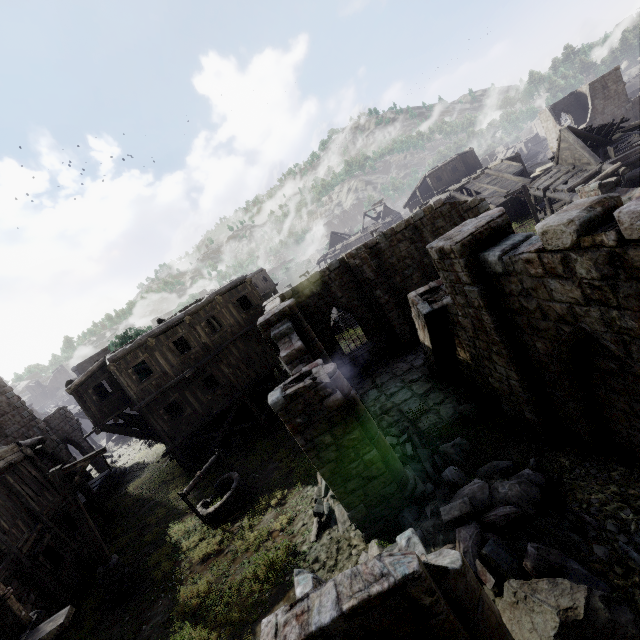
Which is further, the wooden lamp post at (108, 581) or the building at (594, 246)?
the wooden lamp post at (108, 581)

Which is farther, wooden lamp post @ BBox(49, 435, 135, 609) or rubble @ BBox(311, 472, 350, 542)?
wooden lamp post @ BBox(49, 435, 135, 609)

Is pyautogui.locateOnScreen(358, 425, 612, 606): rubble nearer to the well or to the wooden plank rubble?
the well

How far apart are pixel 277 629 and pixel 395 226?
16.7 meters

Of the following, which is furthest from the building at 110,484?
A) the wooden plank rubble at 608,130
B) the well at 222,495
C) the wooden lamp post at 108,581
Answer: the well at 222,495

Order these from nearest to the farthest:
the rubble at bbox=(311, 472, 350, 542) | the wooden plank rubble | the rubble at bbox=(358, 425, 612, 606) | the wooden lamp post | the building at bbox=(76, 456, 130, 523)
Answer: the rubble at bbox=(358, 425, 612, 606), the rubble at bbox=(311, 472, 350, 542), the wooden lamp post, the building at bbox=(76, 456, 130, 523), the wooden plank rubble

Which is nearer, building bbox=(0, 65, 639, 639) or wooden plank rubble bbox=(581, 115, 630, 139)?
building bbox=(0, 65, 639, 639)

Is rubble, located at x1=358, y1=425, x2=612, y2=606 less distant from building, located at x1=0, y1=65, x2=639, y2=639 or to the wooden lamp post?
building, located at x1=0, y1=65, x2=639, y2=639
